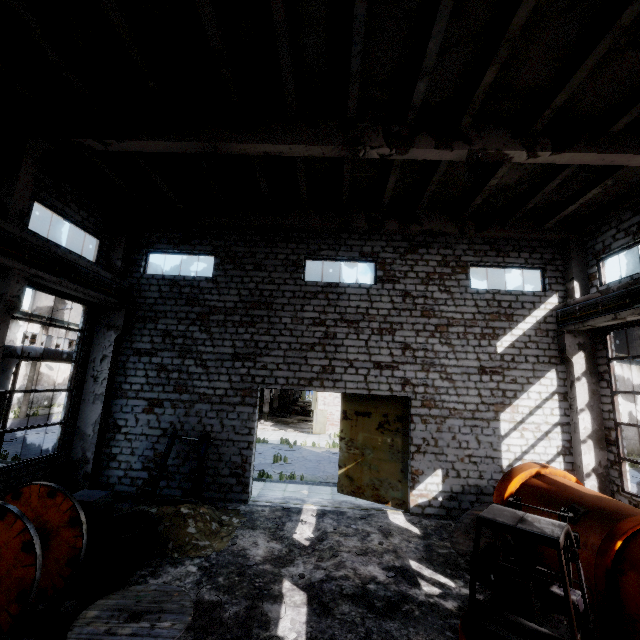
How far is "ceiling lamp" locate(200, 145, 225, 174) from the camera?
8.1 meters

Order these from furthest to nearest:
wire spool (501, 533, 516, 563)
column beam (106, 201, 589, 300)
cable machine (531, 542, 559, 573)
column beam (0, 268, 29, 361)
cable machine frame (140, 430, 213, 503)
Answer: column beam (106, 201, 589, 300)
cable machine frame (140, 430, 213, 503)
column beam (0, 268, 29, 361)
wire spool (501, 533, 516, 563)
cable machine (531, 542, 559, 573)

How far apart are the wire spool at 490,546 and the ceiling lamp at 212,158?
10.8 meters

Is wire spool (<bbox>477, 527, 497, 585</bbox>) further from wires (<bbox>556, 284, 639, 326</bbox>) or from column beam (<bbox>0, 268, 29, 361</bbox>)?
column beam (<bbox>0, 268, 29, 361</bbox>)

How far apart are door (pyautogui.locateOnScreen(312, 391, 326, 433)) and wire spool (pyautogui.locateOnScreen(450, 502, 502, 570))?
19.28m

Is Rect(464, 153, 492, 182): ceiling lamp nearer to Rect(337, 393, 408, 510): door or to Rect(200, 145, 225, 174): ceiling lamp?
Rect(200, 145, 225, 174): ceiling lamp

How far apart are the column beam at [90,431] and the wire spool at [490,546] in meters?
11.4

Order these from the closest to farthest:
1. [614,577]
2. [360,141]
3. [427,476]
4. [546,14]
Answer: [614,577] → [546,14] → [360,141] → [427,476]
